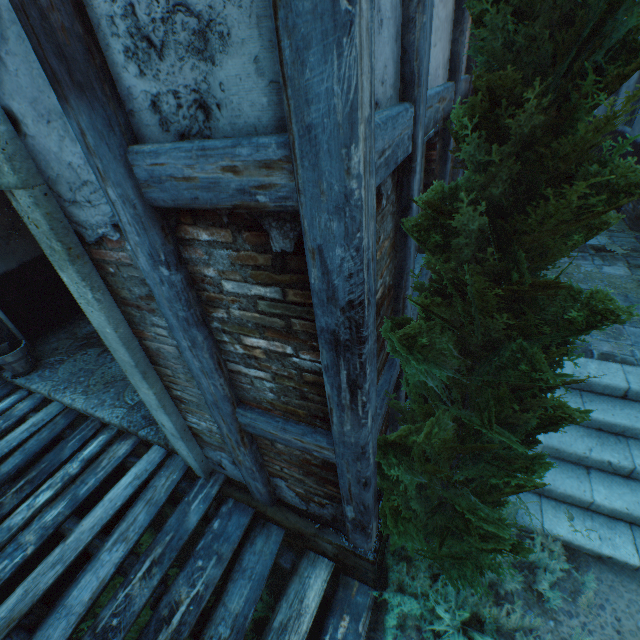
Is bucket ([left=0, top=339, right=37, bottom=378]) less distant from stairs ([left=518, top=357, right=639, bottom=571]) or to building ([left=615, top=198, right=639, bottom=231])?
building ([left=615, top=198, right=639, bottom=231])

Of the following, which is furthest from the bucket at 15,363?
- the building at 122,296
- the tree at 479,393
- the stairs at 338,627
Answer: the tree at 479,393

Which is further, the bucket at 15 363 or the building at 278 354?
the bucket at 15 363

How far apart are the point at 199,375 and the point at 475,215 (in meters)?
Answer: 1.81

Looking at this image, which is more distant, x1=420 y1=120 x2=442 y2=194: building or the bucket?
the bucket

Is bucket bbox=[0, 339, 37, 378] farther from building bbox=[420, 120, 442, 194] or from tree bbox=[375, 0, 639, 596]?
tree bbox=[375, 0, 639, 596]

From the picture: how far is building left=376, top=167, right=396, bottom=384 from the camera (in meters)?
1.64
